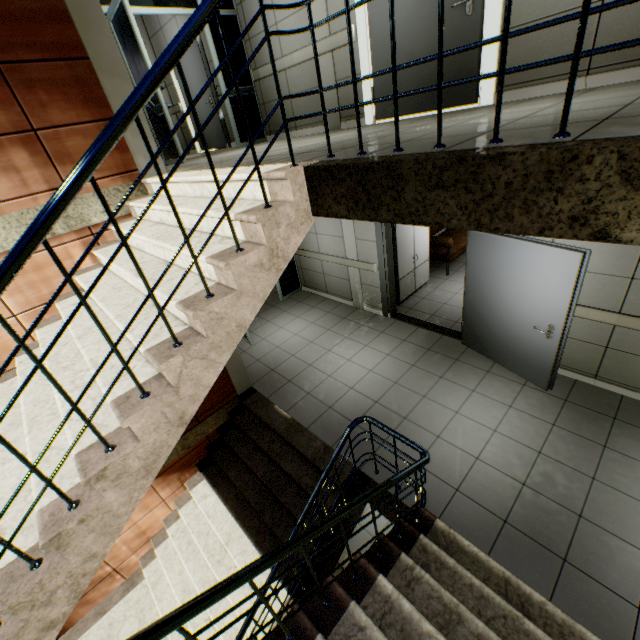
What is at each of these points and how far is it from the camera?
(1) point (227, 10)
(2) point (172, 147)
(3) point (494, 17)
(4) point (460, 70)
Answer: (1) doorway, 5.5m
(2) doorway, 4.9m
(3) doorway, 3.3m
(4) door, 3.7m

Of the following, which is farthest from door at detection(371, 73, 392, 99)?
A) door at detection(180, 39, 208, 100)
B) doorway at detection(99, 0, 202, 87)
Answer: door at detection(180, 39, 208, 100)

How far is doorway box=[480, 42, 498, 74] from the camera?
3.4m

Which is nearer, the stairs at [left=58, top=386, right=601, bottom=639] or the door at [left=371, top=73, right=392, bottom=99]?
the stairs at [left=58, top=386, right=601, bottom=639]

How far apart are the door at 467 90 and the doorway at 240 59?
2.7m

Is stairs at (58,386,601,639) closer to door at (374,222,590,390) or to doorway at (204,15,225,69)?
doorway at (204,15,225,69)

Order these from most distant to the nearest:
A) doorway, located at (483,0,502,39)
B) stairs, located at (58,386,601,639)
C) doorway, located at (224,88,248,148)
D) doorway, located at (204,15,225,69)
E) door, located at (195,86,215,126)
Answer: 1. door, located at (195,86,215,126)
2. doorway, located at (224,88,248,148)
3. doorway, located at (204,15,225,69)
4. doorway, located at (483,0,502,39)
5. stairs, located at (58,386,601,639)

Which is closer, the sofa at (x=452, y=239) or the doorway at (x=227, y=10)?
the doorway at (x=227, y=10)
